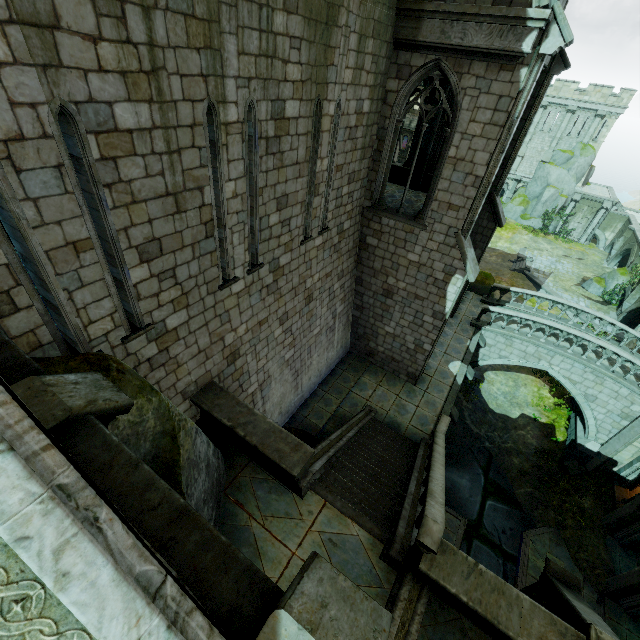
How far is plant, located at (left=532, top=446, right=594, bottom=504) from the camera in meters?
18.1 m

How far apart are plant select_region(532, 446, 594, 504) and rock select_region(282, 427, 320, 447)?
14.4 meters

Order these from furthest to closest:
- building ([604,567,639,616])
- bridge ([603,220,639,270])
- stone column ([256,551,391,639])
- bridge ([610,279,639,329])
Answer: bridge ([603,220,639,270]) < bridge ([610,279,639,329]) < building ([604,567,639,616]) < stone column ([256,551,391,639])

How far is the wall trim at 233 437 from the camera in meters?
6.9 m

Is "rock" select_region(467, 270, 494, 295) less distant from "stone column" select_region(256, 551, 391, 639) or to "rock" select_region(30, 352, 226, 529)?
"rock" select_region(30, 352, 226, 529)

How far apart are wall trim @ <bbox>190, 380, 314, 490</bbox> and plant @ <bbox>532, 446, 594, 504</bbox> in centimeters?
1773cm

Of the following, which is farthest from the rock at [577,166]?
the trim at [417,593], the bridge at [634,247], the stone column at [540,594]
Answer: the trim at [417,593]

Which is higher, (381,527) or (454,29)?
(454,29)
